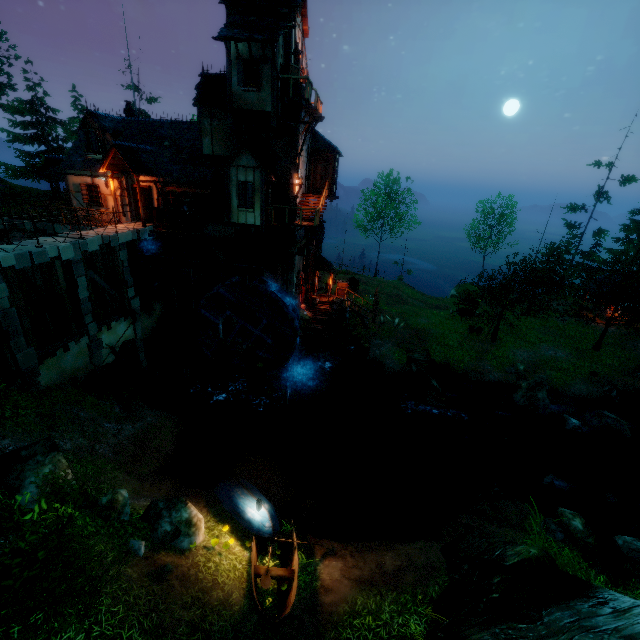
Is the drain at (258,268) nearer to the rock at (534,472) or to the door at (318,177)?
the door at (318,177)

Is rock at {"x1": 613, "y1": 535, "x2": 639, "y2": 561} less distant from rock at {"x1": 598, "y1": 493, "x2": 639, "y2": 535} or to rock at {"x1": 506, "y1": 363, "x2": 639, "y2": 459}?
rock at {"x1": 598, "y1": 493, "x2": 639, "y2": 535}

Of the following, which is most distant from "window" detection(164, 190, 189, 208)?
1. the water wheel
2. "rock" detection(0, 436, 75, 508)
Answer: "rock" detection(0, 436, 75, 508)

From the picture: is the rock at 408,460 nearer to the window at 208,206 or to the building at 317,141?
the building at 317,141

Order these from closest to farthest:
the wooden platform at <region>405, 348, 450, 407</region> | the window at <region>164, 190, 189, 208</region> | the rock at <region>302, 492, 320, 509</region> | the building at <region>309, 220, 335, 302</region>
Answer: the rock at <region>302, 492, 320, 509</region> → the wooden platform at <region>405, 348, 450, 407</region> → the window at <region>164, 190, 189, 208</region> → the building at <region>309, 220, 335, 302</region>

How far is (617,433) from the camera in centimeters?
1830cm

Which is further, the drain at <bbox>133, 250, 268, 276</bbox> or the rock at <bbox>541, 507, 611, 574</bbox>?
the drain at <bbox>133, 250, 268, 276</bbox>

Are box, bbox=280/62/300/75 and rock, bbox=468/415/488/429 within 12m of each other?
no
